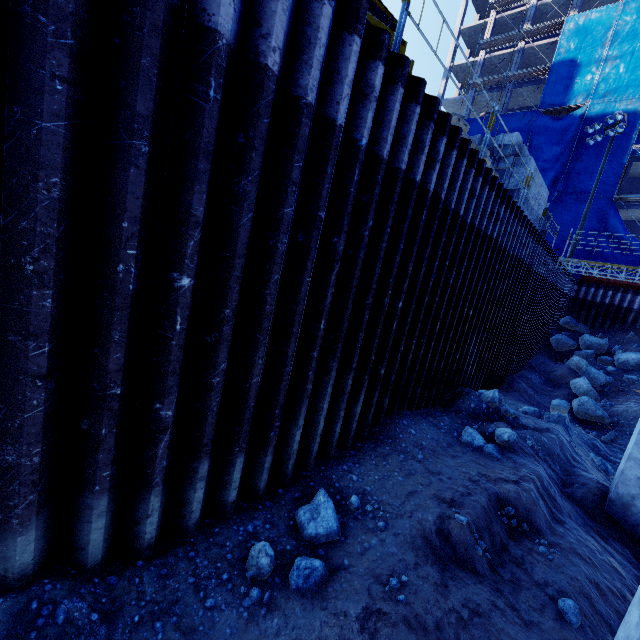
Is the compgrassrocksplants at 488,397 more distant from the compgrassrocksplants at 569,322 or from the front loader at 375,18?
the compgrassrocksplants at 569,322

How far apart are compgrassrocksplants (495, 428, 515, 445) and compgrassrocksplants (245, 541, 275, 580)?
6.1m

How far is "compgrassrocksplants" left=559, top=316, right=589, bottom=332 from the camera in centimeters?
2297cm

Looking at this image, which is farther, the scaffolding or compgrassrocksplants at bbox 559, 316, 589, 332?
the scaffolding

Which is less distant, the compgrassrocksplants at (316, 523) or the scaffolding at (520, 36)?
the compgrassrocksplants at (316, 523)

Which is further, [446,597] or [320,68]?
[446,597]

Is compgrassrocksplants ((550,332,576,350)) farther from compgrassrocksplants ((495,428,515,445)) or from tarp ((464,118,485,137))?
compgrassrocksplants ((495,428,515,445))

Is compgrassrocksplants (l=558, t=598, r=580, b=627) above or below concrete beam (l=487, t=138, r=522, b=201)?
below
